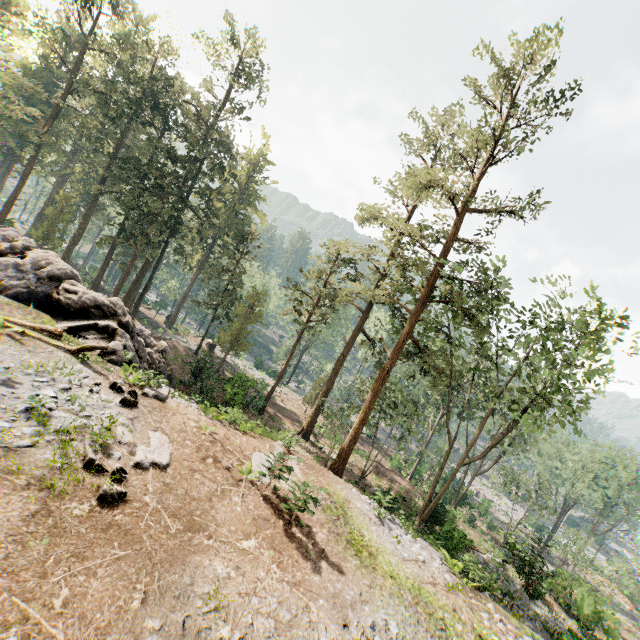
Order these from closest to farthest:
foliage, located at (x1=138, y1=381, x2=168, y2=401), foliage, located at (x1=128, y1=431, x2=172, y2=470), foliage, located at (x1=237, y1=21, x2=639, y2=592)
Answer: foliage, located at (x1=128, y1=431, x2=172, y2=470), foliage, located at (x1=138, y1=381, x2=168, y2=401), foliage, located at (x1=237, y1=21, x2=639, y2=592)

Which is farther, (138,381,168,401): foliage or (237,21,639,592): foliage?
(237,21,639,592): foliage

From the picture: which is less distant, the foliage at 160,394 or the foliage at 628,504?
the foliage at 160,394

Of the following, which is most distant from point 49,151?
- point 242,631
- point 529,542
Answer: point 529,542

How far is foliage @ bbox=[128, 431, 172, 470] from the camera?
9.4m

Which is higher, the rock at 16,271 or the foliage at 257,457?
the foliage at 257,457

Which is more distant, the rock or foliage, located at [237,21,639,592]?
foliage, located at [237,21,639,592]
